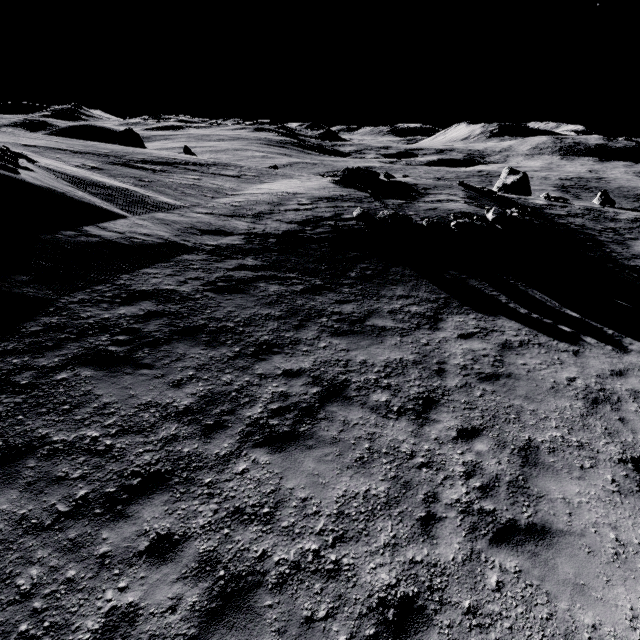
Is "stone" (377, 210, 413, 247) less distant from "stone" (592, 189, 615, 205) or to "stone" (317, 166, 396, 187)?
"stone" (317, 166, 396, 187)

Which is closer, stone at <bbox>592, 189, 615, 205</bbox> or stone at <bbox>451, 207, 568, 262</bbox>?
stone at <bbox>451, 207, 568, 262</bbox>

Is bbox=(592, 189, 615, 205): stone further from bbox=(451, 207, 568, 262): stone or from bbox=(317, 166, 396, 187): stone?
bbox=(317, 166, 396, 187): stone

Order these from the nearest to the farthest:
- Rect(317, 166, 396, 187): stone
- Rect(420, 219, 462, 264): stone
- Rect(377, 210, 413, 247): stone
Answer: Rect(420, 219, 462, 264): stone, Rect(377, 210, 413, 247): stone, Rect(317, 166, 396, 187): stone

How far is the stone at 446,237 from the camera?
14.6 meters

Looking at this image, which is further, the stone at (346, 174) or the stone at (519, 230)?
the stone at (346, 174)

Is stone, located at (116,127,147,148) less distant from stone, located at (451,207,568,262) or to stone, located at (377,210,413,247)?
stone, located at (377,210,413,247)

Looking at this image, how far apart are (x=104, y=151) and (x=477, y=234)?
29.0m
